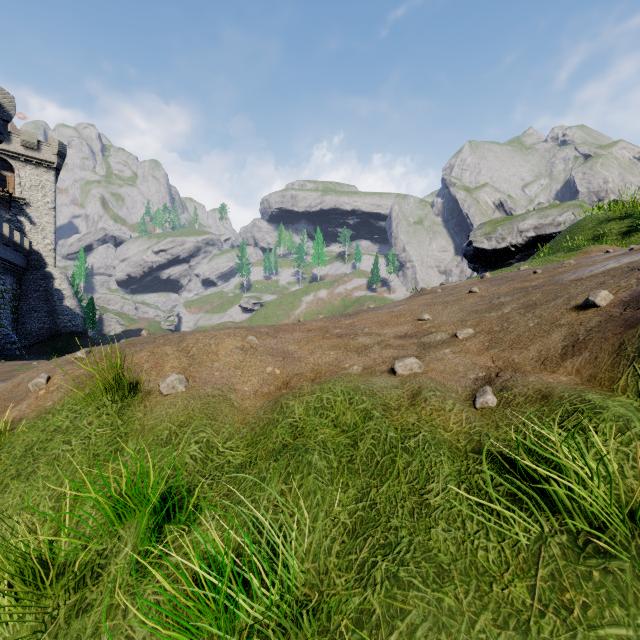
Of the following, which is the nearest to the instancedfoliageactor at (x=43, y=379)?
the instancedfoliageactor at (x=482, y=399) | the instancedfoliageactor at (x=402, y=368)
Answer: the instancedfoliageactor at (x=402, y=368)

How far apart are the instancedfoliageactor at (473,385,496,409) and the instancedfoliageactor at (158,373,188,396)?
3.07m

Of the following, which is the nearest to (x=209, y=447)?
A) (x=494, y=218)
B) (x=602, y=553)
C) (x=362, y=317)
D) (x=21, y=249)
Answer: (x=602, y=553)

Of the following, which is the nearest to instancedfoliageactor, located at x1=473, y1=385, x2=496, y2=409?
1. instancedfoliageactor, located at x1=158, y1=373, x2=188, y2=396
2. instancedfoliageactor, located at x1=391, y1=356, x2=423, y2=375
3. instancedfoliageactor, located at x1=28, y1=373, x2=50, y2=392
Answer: instancedfoliageactor, located at x1=391, y1=356, x2=423, y2=375

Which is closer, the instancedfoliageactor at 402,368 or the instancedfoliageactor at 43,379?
the instancedfoliageactor at 402,368

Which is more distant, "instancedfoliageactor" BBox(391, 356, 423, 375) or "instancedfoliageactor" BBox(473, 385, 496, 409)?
"instancedfoliageactor" BBox(391, 356, 423, 375)

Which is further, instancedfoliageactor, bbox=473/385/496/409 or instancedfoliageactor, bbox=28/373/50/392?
instancedfoliageactor, bbox=28/373/50/392

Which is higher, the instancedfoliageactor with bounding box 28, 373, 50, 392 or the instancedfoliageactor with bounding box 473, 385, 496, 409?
the instancedfoliageactor with bounding box 473, 385, 496, 409
